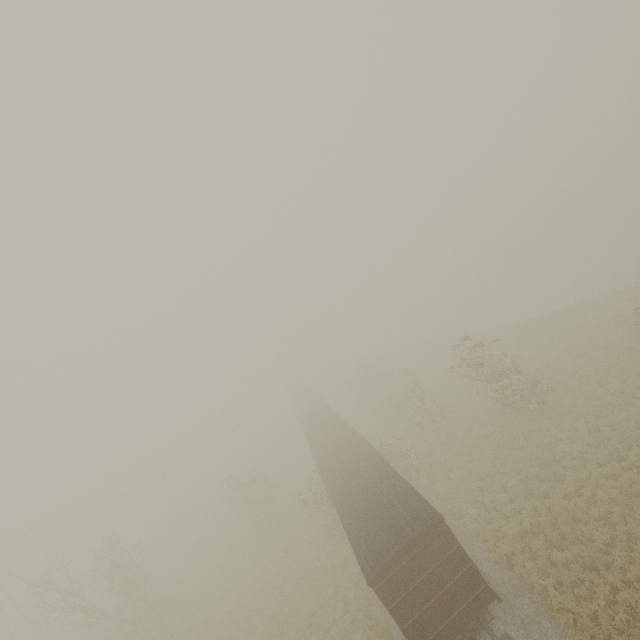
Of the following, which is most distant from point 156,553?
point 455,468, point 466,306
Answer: point 466,306
